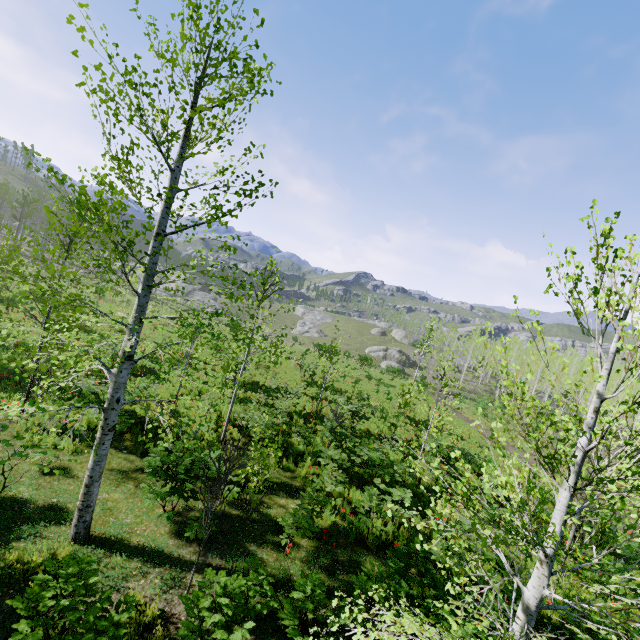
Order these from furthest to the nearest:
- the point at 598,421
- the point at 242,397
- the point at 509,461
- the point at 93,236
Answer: the point at 242,397
the point at 93,236
the point at 509,461
the point at 598,421

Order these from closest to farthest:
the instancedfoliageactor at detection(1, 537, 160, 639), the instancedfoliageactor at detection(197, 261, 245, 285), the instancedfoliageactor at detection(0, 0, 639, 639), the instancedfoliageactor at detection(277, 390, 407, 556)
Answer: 1. the instancedfoliageactor at detection(0, 0, 639, 639)
2. the instancedfoliageactor at detection(1, 537, 160, 639)
3. the instancedfoliageactor at detection(197, 261, 245, 285)
4. the instancedfoliageactor at detection(277, 390, 407, 556)

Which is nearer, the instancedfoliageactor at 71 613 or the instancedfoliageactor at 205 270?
the instancedfoliageactor at 71 613

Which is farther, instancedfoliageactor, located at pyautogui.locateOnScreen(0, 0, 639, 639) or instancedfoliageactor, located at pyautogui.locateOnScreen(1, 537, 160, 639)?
instancedfoliageactor, located at pyautogui.locateOnScreen(1, 537, 160, 639)

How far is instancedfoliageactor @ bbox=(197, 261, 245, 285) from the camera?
5.7m

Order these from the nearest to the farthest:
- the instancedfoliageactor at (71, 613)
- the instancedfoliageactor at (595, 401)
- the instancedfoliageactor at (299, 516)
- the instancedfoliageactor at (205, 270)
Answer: the instancedfoliageactor at (595, 401) < the instancedfoliageactor at (71, 613) < the instancedfoliageactor at (205, 270) < the instancedfoliageactor at (299, 516)

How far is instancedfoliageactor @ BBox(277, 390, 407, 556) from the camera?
6.8m
